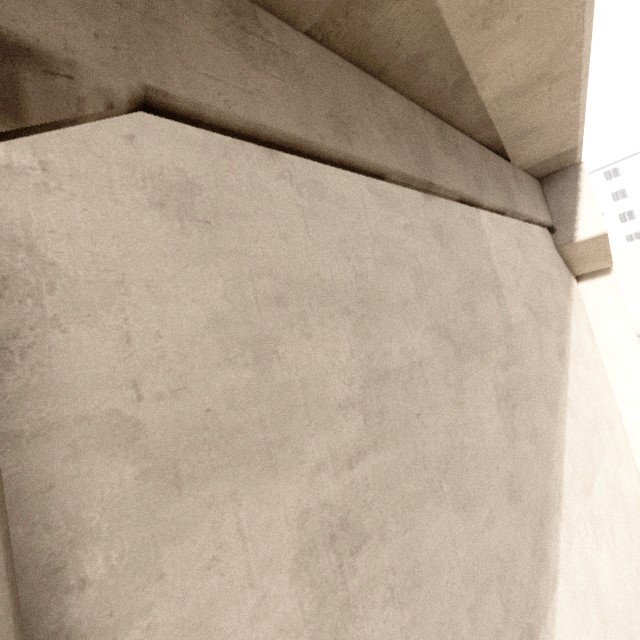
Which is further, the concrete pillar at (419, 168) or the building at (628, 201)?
the building at (628, 201)

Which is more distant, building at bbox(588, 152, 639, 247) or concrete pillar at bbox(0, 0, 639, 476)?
building at bbox(588, 152, 639, 247)

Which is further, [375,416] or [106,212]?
[375,416]

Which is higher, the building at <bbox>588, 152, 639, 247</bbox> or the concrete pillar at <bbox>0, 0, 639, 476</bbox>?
the building at <bbox>588, 152, 639, 247</bbox>

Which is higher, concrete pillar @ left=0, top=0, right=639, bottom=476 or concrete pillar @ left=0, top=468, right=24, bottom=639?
concrete pillar @ left=0, top=0, right=639, bottom=476
